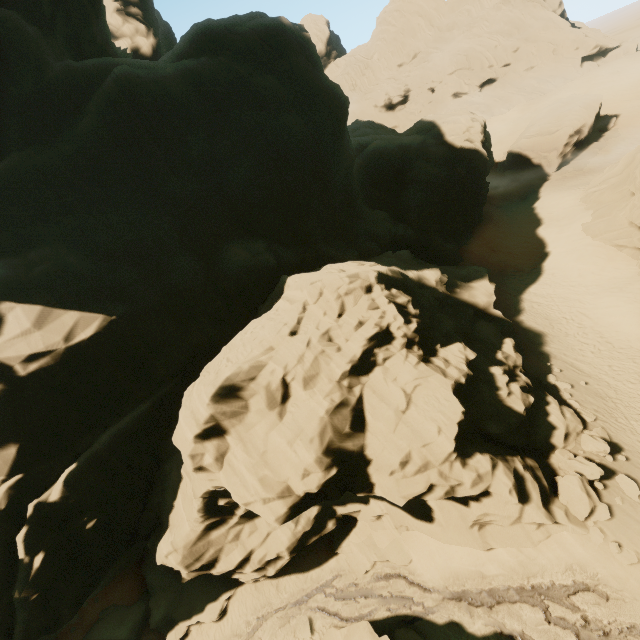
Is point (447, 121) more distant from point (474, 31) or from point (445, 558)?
point (474, 31)

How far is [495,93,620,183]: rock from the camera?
37.38m

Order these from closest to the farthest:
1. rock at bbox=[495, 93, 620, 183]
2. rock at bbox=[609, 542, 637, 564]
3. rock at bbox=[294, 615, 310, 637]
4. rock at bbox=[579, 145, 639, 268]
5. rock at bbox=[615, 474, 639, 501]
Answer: rock at bbox=[609, 542, 637, 564] → rock at bbox=[615, 474, 639, 501] → rock at bbox=[294, 615, 310, 637] → rock at bbox=[579, 145, 639, 268] → rock at bbox=[495, 93, 620, 183]

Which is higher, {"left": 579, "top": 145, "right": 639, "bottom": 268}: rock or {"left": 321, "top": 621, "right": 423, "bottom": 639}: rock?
{"left": 579, "top": 145, "right": 639, "bottom": 268}: rock

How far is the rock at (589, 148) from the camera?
37.4m

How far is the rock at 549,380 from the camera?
18.34m

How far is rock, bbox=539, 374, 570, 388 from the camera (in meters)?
18.34
